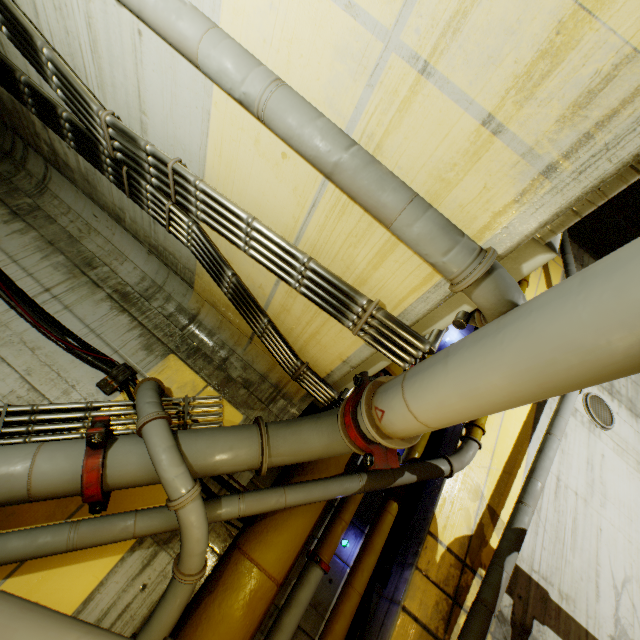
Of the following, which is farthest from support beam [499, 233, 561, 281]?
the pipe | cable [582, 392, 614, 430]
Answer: cable [582, 392, 614, 430]

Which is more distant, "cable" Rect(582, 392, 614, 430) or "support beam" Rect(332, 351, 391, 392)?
"cable" Rect(582, 392, 614, 430)

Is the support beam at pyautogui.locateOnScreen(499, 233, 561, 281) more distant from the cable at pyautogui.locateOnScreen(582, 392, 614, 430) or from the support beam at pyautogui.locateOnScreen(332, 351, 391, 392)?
the cable at pyautogui.locateOnScreen(582, 392, 614, 430)

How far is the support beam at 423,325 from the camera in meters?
2.3

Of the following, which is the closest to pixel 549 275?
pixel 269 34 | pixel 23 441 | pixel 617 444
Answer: pixel 617 444

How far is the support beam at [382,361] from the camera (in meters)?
3.23

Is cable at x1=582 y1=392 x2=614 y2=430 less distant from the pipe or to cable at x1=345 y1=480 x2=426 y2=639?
the pipe
